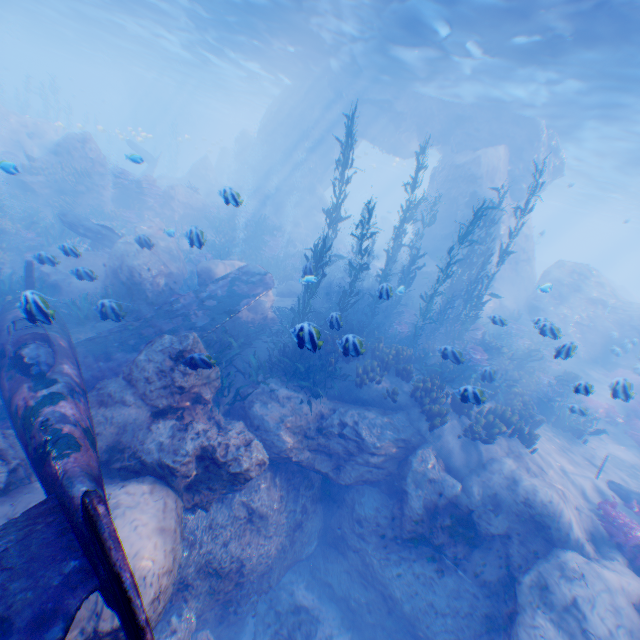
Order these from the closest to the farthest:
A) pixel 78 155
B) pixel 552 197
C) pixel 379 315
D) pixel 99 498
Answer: pixel 99 498
pixel 379 315
pixel 78 155
pixel 552 197

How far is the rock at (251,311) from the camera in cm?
1207

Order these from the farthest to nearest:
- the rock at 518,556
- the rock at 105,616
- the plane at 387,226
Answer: the plane at 387,226, the rock at 518,556, the rock at 105,616

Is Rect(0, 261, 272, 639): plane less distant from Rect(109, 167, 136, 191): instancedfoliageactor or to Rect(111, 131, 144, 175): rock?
Rect(111, 131, 144, 175): rock

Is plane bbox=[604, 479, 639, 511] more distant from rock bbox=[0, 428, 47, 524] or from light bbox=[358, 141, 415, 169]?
light bbox=[358, 141, 415, 169]

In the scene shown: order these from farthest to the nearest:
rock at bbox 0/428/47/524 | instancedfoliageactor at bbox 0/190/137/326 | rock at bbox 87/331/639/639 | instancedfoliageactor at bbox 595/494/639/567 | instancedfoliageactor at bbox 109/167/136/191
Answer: instancedfoliageactor at bbox 109/167/136/191 → instancedfoliageactor at bbox 0/190/137/326 → instancedfoliageactor at bbox 595/494/639/567 → rock at bbox 87/331/639/639 → rock at bbox 0/428/47/524

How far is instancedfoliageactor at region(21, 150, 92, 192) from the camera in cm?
1659

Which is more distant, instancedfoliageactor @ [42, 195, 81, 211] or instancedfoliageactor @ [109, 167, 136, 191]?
instancedfoliageactor @ [109, 167, 136, 191]
